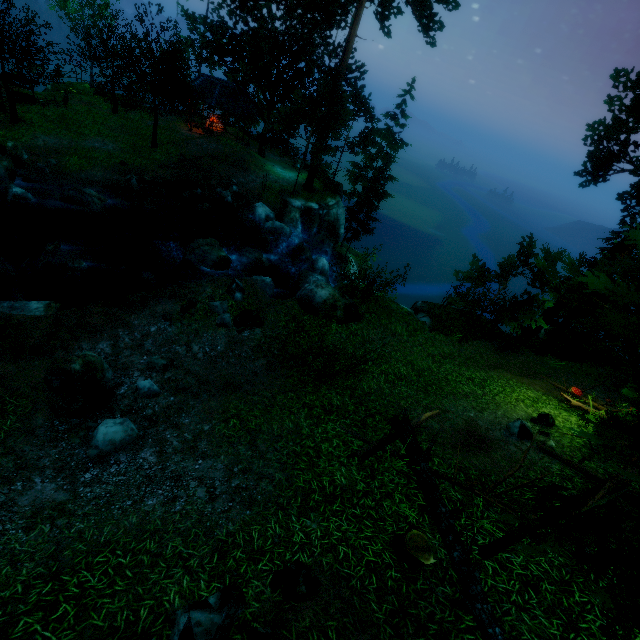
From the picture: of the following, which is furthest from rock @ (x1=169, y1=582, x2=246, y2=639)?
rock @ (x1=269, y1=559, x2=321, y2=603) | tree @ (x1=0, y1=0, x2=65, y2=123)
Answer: tree @ (x1=0, y1=0, x2=65, y2=123)

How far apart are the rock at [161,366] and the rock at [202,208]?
15.1m

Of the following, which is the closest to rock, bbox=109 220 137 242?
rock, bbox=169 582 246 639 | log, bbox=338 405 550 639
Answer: log, bbox=338 405 550 639

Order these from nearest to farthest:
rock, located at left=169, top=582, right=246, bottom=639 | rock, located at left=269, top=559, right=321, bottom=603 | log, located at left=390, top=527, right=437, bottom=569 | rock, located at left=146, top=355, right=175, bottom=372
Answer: rock, located at left=169, top=582, right=246, bottom=639
rock, located at left=269, top=559, right=321, bottom=603
log, located at left=390, top=527, right=437, bottom=569
rock, located at left=146, top=355, right=175, bottom=372

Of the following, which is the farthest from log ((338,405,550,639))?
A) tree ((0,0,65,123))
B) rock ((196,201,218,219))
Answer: rock ((196,201,218,219))

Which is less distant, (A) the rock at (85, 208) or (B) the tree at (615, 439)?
(B) the tree at (615, 439)

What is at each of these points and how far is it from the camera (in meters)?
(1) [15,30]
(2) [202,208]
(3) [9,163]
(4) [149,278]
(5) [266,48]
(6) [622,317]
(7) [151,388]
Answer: (1) tree, 17.92
(2) rock, 21.56
(3) rock, 16.55
(4) rock, 15.69
(5) tree, 20.89
(6) tree, 2.77
(7) rock, 8.30

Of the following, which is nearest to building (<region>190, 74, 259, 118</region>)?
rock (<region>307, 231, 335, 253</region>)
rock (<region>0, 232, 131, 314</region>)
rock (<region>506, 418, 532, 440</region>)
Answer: rock (<region>307, 231, 335, 253</region>)
